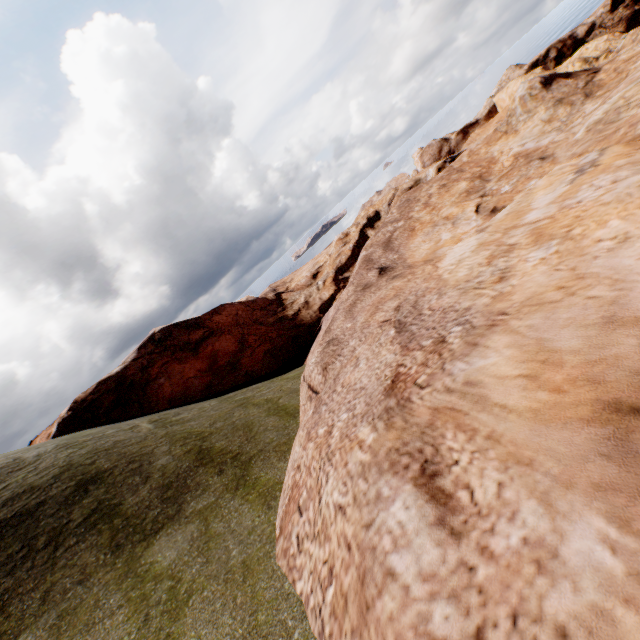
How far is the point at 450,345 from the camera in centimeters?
723cm
